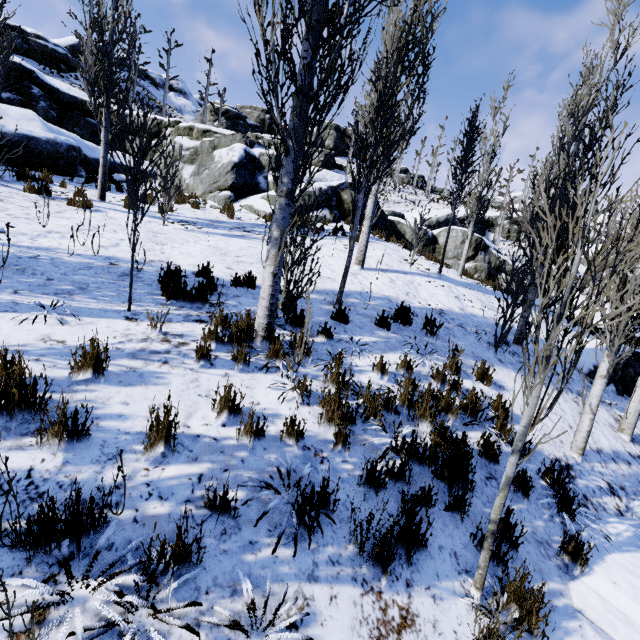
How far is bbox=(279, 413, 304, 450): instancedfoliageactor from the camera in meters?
3.1 m

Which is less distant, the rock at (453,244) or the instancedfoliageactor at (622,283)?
the instancedfoliageactor at (622,283)

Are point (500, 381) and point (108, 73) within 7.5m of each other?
no

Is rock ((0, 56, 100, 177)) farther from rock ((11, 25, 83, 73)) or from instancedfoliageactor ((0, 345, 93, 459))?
rock ((11, 25, 83, 73))

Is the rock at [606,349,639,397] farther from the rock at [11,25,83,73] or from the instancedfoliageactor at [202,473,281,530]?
the rock at [11,25,83,73]

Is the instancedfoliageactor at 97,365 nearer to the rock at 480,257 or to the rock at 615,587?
the rock at 615,587

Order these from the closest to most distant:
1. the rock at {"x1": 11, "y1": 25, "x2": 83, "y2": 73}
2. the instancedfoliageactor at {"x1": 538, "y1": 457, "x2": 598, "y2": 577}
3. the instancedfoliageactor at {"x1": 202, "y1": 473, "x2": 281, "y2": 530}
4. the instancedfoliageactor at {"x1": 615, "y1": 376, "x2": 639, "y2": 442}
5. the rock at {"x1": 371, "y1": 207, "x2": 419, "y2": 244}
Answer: the instancedfoliageactor at {"x1": 202, "y1": 473, "x2": 281, "y2": 530}, the instancedfoliageactor at {"x1": 538, "y1": 457, "x2": 598, "y2": 577}, the instancedfoliageactor at {"x1": 615, "y1": 376, "x2": 639, "y2": 442}, the rock at {"x1": 371, "y1": 207, "x2": 419, "y2": 244}, the rock at {"x1": 11, "y1": 25, "x2": 83, "y2": 73}
